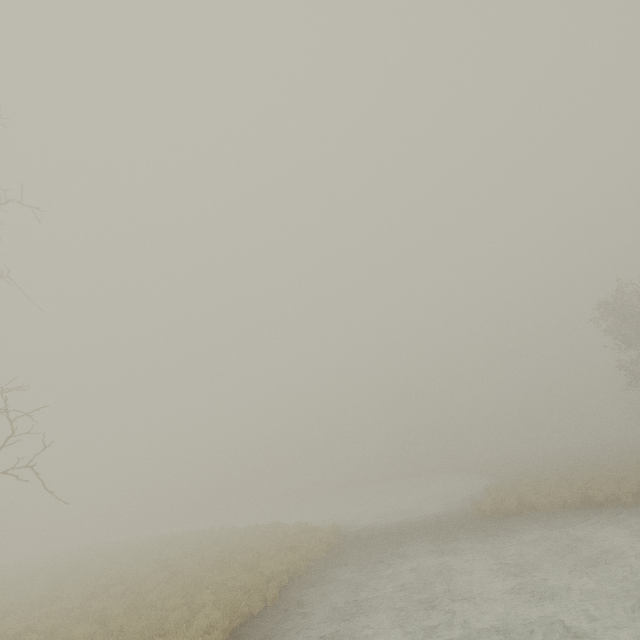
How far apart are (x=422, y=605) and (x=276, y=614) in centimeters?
421cm
